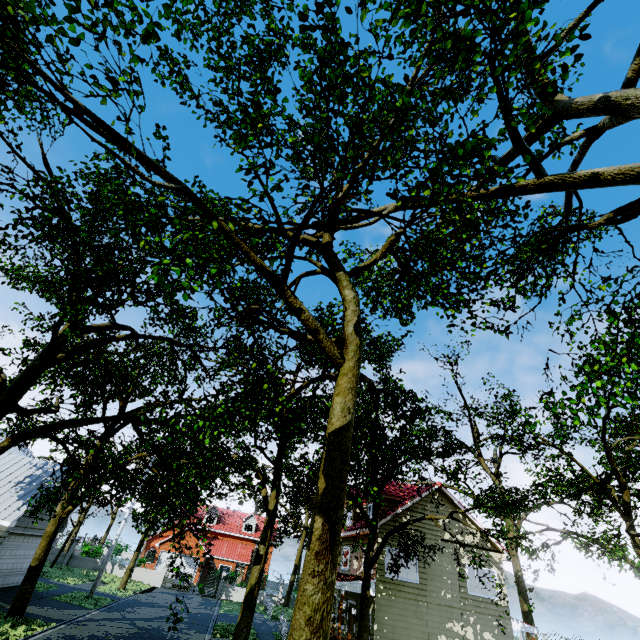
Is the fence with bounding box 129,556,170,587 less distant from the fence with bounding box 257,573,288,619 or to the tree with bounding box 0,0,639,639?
the tree with bounding box 0,0,639,639

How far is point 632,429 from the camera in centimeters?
2653cm

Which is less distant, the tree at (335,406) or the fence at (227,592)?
the tree at (335,406)

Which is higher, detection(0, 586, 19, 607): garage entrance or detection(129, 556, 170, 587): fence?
detection(129, 556, 170, 587): fence

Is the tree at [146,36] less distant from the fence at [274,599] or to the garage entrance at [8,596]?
the fence at [274,599]

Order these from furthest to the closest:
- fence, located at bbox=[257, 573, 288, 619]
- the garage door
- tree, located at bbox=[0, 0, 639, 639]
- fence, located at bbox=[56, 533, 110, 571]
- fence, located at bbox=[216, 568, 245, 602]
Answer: fence, located at bbox=[216, 568, 245, 602] → fence, located at bbox=[56, 533, 110, 571] → fence, located at bbox=[257, 573, 288, 619] → the garage door → tree, located at bbox=[0, 0, 639, 639]

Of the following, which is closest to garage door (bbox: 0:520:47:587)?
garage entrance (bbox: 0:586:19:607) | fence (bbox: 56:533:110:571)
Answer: garage entrance (bbox: 0:586:19:607)

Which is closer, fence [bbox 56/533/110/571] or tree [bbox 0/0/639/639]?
tree [bbox 0/0/639/639]
